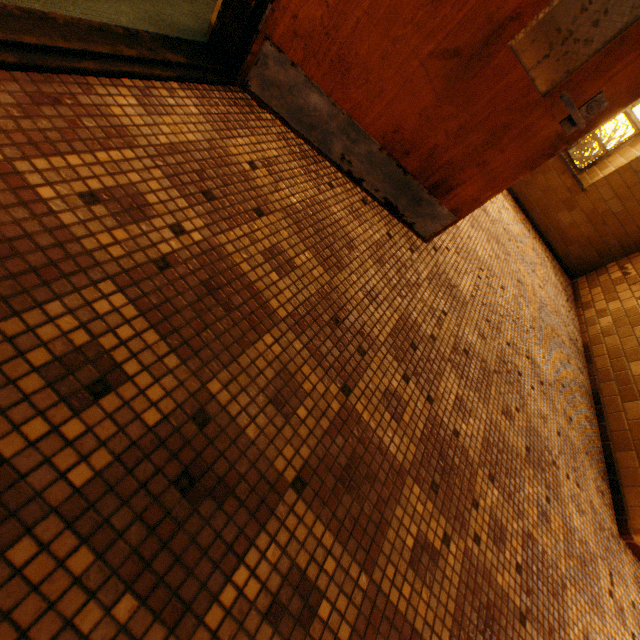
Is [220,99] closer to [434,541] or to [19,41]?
[19,41]
